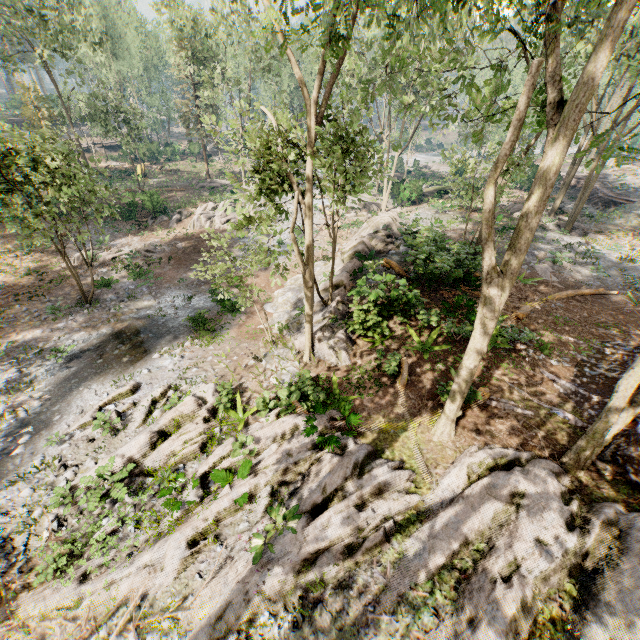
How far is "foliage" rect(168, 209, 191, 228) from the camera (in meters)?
30.78

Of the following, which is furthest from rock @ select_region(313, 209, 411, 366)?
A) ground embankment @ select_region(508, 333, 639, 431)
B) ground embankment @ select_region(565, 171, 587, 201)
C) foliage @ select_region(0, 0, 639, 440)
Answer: ground embankment @ select_region(565, 171, 587, 201)

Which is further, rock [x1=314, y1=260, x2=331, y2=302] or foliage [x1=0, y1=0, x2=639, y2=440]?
rock [x1=314, y1=260, x2=331, y2=302]

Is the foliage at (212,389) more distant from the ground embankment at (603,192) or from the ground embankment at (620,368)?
the ground embankment at (603,192)

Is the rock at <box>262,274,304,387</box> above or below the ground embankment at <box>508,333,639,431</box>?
below

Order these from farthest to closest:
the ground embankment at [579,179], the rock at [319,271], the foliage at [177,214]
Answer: the ground embankment at [579,179], the foliage at [177,214], the rock at [319,271]

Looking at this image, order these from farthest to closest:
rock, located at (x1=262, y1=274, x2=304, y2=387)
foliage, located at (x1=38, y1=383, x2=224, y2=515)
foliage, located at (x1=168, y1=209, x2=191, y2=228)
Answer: foliage, located at (x1=168, y1=209, x2=191, y2=228) < rock, located at (x1=262, y1=274, x2=304, y2=387) < foliage, located at (x1=38, y1=383, x2=224, y2=515)

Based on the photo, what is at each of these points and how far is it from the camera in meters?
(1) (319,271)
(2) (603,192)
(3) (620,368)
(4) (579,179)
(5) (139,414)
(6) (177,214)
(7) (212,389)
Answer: (1) rock, 22.2 m
(2) ground embankment, 31.8 m
(3) ground embankment, 11.7 m
(4) ground embankment, 37.7 m
(5) foliage, 12.2 m
(6) foliage, 31.6 m
(7) foliage, 12.7 m
